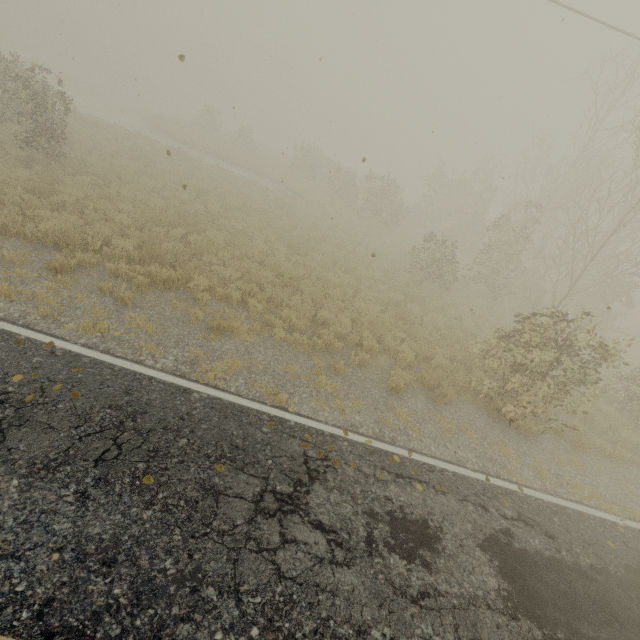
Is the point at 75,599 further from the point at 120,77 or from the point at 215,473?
the point at 120,77
